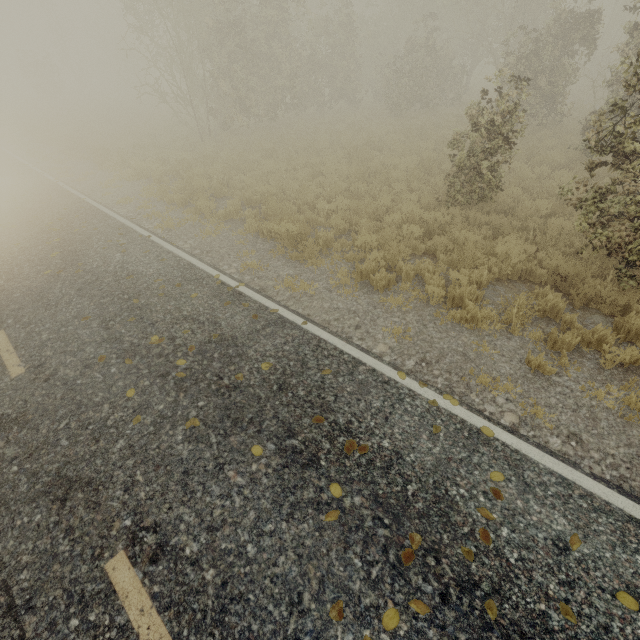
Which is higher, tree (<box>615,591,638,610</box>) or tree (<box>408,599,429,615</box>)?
tree (<box>408,599,429,615</box>)

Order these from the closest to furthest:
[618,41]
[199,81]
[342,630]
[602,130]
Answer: [342,630] < [602,130] < [618,41] < [199,81]

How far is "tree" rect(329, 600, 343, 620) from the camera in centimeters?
260cm

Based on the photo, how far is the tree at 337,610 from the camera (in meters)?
2.60
